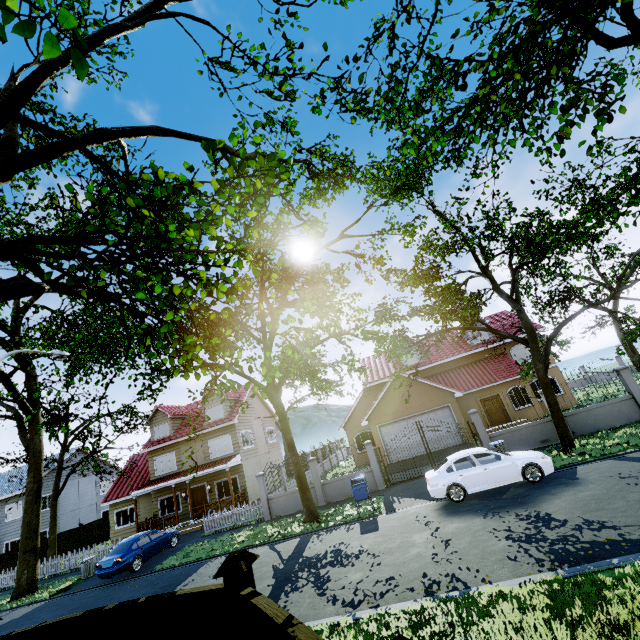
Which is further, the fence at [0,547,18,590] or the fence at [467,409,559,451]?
the fence at [0,547,18,590]

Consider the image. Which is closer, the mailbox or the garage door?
the mailbox

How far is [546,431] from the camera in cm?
1608

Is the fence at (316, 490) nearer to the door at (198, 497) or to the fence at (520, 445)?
the door at (198, 497)

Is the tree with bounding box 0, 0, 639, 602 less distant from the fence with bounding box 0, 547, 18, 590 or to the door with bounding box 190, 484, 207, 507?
the fence with bounding box 0, 547, 18, 590

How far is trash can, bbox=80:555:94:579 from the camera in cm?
1750

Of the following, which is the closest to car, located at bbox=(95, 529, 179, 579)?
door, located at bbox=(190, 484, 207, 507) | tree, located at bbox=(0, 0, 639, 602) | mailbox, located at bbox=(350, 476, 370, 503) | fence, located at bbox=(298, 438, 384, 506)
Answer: fence, located at bbox=(298, 438, 384, 506)

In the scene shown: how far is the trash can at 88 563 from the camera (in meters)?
17.50
